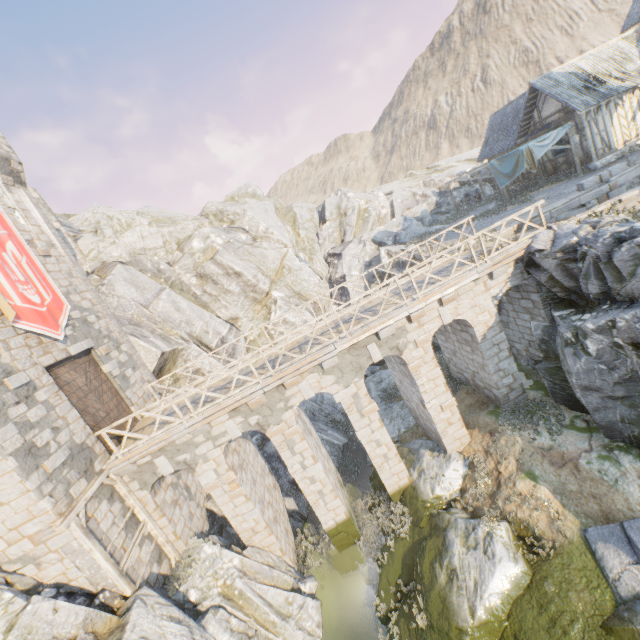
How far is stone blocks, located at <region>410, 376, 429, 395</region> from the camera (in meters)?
12.62

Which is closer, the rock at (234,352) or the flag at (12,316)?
the flag at (12,316)

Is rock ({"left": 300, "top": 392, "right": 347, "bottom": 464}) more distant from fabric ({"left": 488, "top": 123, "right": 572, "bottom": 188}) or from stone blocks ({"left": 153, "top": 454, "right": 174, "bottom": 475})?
fabric ({"left": 488, "top": 123, "right": 572, "bottom": 188})

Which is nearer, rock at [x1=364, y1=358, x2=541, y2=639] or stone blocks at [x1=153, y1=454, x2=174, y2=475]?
rock at [x1=364, y1=358, x2=541, y2=639]

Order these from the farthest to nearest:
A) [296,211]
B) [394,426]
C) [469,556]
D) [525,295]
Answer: [296,211] → [394,426] → [525,295] → [469,556]

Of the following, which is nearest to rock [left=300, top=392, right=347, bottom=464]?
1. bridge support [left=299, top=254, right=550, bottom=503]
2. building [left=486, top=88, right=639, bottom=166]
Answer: bridge support [left=299, top=254, right=550, bottom=503]

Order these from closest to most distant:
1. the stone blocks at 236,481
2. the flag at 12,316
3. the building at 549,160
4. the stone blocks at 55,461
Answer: the stone blocks at 55,461 → the flag at 12,316 → the stone blocks at 236,481 → the building at 549,160

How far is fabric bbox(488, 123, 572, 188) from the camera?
19.17m
